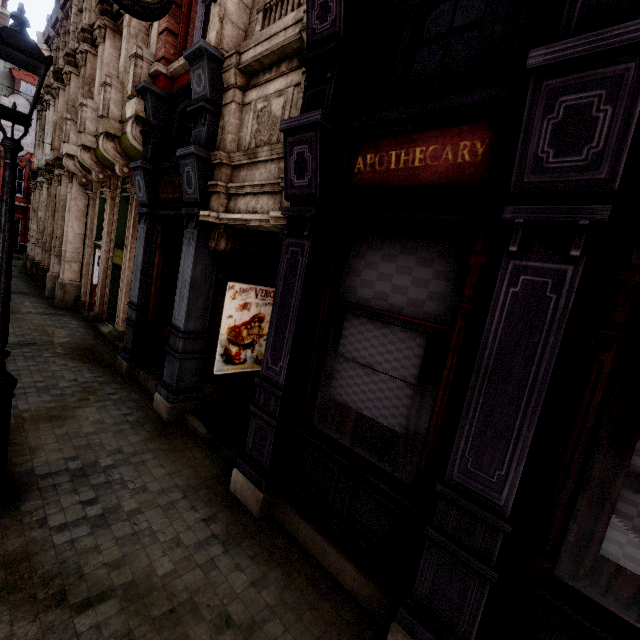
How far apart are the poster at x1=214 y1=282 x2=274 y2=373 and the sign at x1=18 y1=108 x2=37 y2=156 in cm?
1556

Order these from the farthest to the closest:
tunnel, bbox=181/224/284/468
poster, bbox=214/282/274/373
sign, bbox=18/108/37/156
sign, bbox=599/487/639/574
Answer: sign, bbox=18/108/37/156
poster, bbox=214/282/274/373
tunnel, bbox=181/224/284/468
sign, bbox=599/487/639/574

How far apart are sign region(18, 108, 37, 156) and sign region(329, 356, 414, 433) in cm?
1854

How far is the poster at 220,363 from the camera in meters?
6.4 m

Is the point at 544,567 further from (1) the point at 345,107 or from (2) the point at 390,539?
(1) the point at 345,107

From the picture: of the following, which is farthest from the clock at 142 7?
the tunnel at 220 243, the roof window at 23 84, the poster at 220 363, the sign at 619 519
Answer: the roof window at 23 84

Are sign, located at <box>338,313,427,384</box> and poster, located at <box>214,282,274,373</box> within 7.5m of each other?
yes
